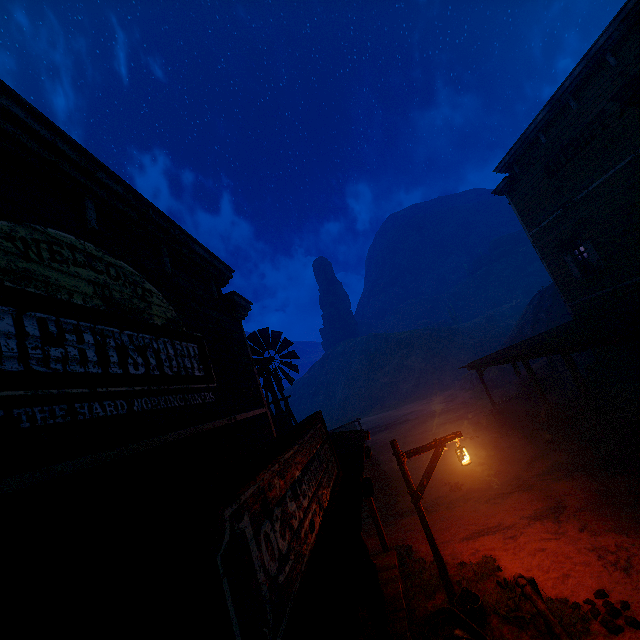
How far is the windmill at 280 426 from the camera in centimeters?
1298cm

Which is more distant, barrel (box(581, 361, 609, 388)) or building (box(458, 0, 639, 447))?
barrel (box(581, 361, 609, 388))

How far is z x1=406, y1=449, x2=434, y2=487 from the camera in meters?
14.5

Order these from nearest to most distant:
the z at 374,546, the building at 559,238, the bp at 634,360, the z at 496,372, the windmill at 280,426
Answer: the z at 374,546 < the building at 559,238 < the windmill at 280,426 < the bp at 634,360 < the z at 496,372

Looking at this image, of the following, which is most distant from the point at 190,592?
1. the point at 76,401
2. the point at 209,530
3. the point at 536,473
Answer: the point at 536,473

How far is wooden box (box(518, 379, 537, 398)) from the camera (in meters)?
17.38

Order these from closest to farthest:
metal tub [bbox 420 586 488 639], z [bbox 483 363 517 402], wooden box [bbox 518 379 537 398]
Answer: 1. metal tub [bbox 420 586 488 639]
2. wooden box [bbox 518 379 537 398]
3. z [bbox 483 363 517 402]

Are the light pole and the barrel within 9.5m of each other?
no
